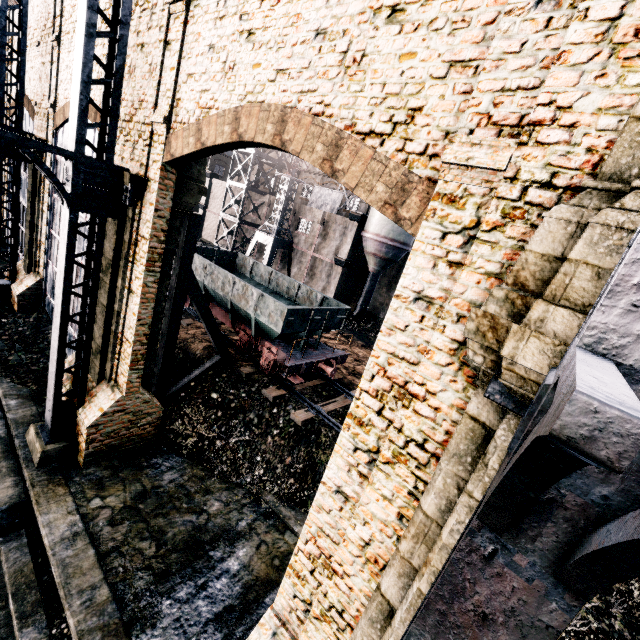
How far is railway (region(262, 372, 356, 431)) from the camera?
13.6m

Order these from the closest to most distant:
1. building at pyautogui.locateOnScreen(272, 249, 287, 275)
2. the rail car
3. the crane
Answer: the rail car
the crane
building at pyautogui.locateOnScreen(272, 249, 287, 275)

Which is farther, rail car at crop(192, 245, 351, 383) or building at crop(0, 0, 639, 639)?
rail car at crop(192, 245, 351, 383)

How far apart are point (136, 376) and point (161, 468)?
3.8m

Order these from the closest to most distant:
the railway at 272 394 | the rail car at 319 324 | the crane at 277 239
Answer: the railway at 272 394, the rail car at 319 324, the crane at 277 239

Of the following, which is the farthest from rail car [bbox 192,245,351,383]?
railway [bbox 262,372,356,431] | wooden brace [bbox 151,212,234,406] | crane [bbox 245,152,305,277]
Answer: crane [bbox 245,152,305,277]

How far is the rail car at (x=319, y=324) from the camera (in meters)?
14.65

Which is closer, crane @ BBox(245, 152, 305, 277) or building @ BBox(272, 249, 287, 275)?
crane @ BBox(245, 152, 305, 277)
